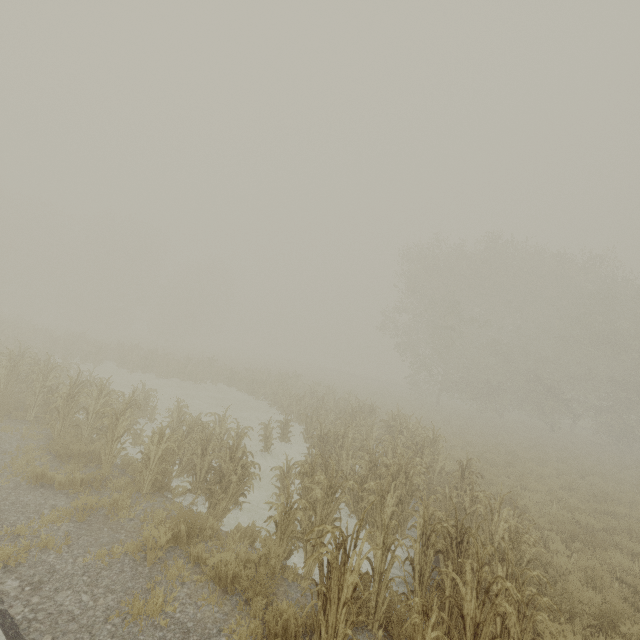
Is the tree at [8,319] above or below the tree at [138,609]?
above

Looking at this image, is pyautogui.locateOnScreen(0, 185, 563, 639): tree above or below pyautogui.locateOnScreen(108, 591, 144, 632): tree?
above

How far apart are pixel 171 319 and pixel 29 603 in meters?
51.6

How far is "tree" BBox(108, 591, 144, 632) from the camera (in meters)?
4.05

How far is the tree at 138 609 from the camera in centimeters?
405cm
